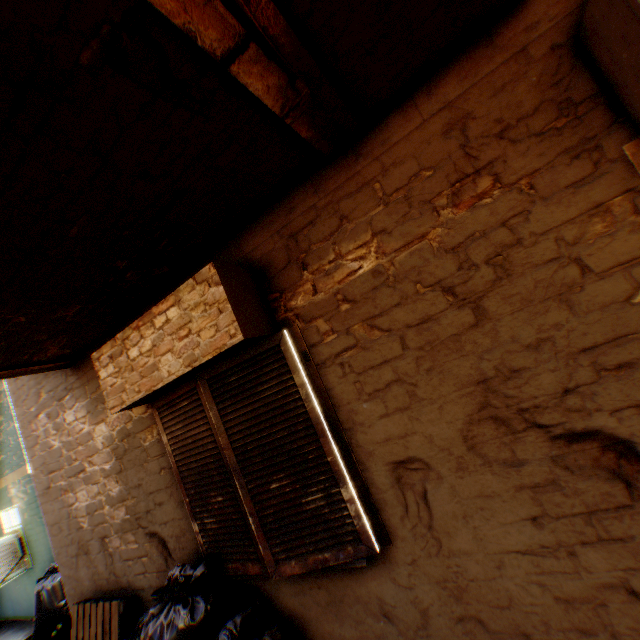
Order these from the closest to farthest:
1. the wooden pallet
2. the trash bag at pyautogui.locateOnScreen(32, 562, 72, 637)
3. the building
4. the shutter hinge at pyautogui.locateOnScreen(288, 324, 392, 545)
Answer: the building, the shutter hinge at pyautogui.locateOnScreen(288, 324, 392, 545), the wooden pallet, the trash bag at pyautogui.locateOnScreen(32, 562, 72, 637)

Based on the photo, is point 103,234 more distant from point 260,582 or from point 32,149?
point 260,582

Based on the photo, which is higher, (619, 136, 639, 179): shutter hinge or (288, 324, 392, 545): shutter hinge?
(619, 136, 639, 179): shutter hinge

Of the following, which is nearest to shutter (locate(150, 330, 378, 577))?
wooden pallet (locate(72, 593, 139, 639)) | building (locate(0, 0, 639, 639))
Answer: building (locate(0, 0, 639, 639))

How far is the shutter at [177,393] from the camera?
2.1 meters

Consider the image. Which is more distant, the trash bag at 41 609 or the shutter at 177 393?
the trash bag at 41 609

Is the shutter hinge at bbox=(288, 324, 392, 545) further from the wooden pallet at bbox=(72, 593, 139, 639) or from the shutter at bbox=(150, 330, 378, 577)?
the wooden pallet at bbox=(72, 593, 139, 639)

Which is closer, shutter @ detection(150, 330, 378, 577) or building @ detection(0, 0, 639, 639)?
building @ detection(0, 0, 639, 639)
